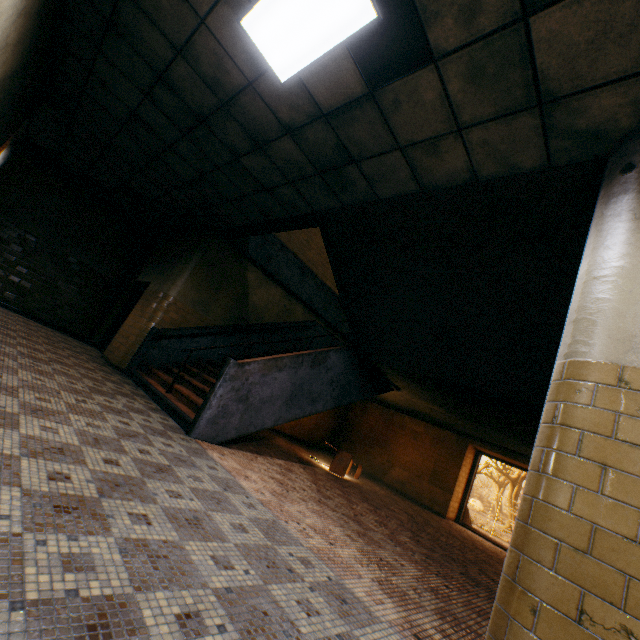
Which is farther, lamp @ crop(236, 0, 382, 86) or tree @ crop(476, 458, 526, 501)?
tree @ crop(476, 458, 526, 501)

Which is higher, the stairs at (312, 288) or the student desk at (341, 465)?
the stairs at (312, 288)

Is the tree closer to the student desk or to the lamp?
the student desk

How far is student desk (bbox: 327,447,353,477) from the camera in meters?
7.4 m

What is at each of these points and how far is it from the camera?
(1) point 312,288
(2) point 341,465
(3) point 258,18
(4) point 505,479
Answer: (1) stairs, 10.5 meters
(2) student desk, 7.5 meters
(3) lamp, 3.0 meters
(4) tree, 54.4 meters

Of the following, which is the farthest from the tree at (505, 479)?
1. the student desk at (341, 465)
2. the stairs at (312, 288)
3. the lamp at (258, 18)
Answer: the lamp at (258, 18)

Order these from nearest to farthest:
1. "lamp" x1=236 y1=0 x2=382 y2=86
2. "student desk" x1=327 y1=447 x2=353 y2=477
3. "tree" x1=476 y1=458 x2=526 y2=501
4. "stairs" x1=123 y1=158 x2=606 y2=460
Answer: "lamp" x1=236 y1=0 x2=382 y2=86 < "stairs" x1=123 y1=158 x2=606 y2=460 < "student desk" x1=327 y1=447 x2=353 y2=477 < "tree" x1=476 y1=458 x2=526 y2=501

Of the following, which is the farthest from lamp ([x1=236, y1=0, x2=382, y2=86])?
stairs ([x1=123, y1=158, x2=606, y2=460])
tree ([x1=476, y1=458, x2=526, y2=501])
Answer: tree ([x1=476, y1=458, x2=526, y2=501])
